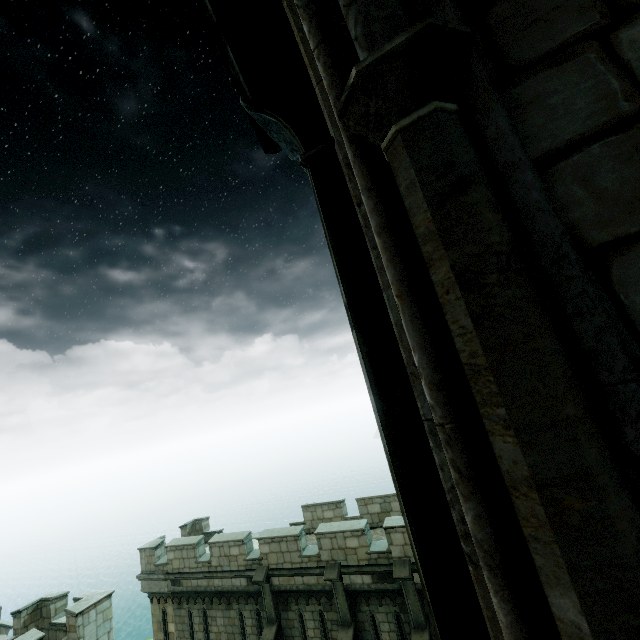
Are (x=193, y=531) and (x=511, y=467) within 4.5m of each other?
no

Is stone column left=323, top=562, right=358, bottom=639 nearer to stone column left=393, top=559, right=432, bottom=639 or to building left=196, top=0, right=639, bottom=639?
stone column left=393, top=559, right=432, bottom=639

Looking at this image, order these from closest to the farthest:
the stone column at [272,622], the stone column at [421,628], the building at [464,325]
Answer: the building at [464,325]
the stone column at [421,628]
the stone column at [272,622]

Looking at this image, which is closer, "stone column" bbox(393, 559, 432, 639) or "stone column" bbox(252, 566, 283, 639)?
"stone column" bbox(393, 559, 432, 639)

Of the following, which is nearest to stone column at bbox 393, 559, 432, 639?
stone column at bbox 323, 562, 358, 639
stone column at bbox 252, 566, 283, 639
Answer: stone column at bbox 323, 562, 358, 639

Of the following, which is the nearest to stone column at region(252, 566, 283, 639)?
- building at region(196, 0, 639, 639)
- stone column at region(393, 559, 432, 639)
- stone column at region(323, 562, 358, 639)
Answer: stone column at region(323, 562, 358, 639)

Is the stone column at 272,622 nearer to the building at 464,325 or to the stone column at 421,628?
the building at 464,325

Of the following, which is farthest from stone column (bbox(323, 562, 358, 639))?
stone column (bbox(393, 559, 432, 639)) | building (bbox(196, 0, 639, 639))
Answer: building (bbox(196, 0, 639, 639))
